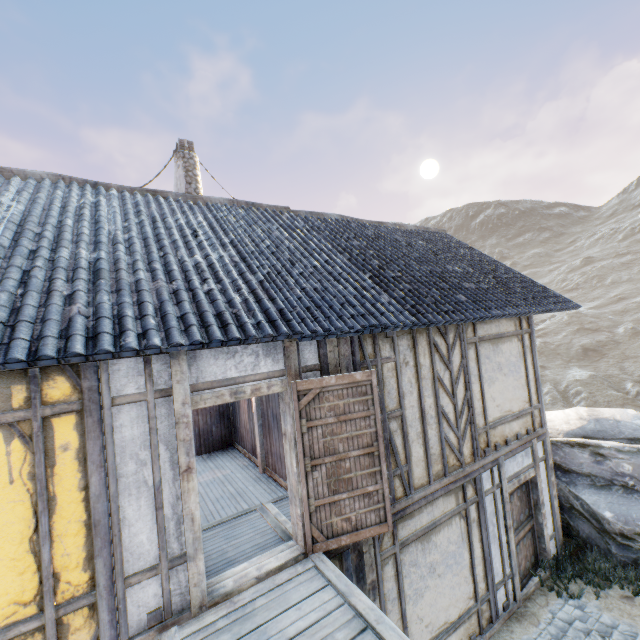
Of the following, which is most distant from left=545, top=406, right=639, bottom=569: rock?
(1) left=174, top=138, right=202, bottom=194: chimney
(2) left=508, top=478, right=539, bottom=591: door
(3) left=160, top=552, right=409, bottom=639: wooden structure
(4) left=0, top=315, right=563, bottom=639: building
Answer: (1) left=174, top=138, right=202, bottom=194: chimney

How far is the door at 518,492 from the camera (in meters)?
6.70

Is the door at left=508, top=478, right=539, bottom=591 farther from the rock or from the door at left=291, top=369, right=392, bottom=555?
the door at left=291, top=369, right=392, bottom=555

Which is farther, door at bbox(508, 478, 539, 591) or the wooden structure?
door at bbox(508, 478, 539, 591)

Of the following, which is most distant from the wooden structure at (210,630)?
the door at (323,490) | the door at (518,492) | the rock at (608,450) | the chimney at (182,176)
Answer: the rock at (608,450)

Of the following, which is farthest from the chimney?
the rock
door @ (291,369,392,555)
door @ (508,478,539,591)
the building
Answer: the rock

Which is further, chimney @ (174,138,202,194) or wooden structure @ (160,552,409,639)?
chimney @ (174,138,202,194)

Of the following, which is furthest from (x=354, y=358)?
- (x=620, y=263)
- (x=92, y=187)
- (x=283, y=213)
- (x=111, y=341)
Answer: (x=620, y=263)
